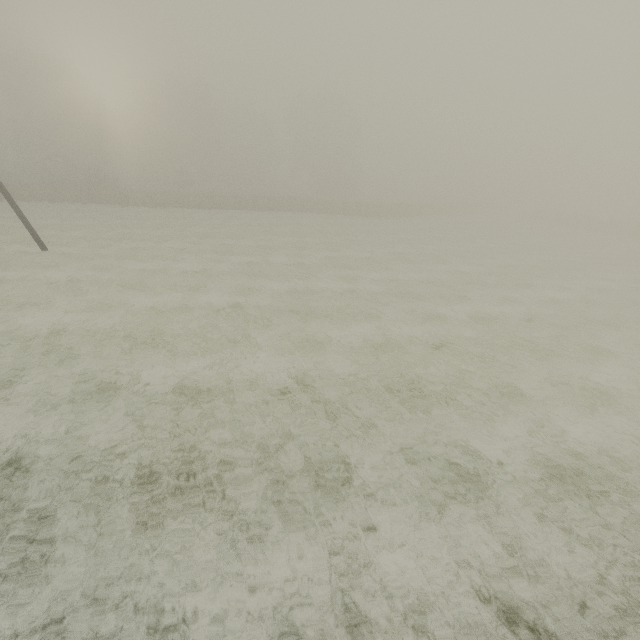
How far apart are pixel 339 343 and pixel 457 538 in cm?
627
